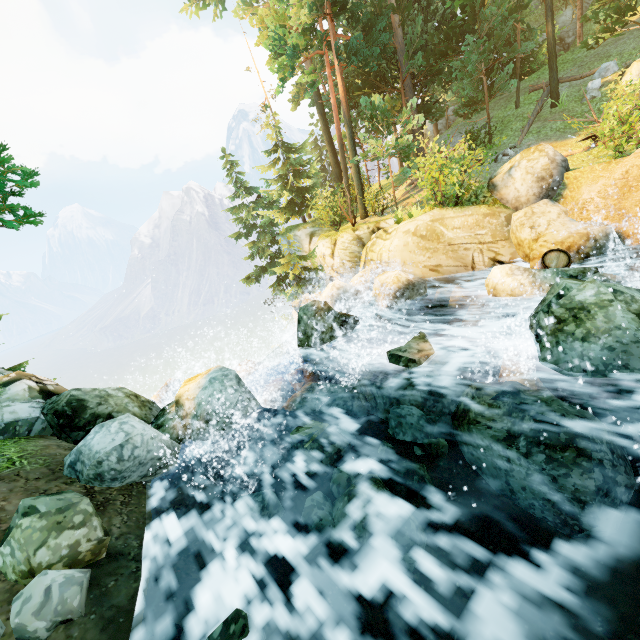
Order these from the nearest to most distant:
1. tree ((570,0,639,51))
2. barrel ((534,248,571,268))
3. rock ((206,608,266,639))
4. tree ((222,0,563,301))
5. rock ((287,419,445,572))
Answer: rock ((206,608,266,639))
rock ((287,419,445,572))
barrel ((534,248,571,268))
tree ((570,0,639,51))
tree ((222,0,563,301))

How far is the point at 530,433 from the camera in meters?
4.6 m

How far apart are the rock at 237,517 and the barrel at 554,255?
7.98m

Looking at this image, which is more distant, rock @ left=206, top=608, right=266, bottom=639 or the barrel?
the barrel

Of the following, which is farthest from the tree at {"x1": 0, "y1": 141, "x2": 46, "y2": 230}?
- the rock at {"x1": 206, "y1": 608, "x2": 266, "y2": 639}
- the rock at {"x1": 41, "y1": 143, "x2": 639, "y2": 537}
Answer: the rock at {"x1": 206, "y1": 608, "x2": 266, "y2": 639}

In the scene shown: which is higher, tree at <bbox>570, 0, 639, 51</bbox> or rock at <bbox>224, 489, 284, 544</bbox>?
tree at <bbox>570, 0, 639, 51</bbox>

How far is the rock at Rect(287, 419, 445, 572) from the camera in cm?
419

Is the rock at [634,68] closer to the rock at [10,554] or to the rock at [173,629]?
the rock at [173,629]
